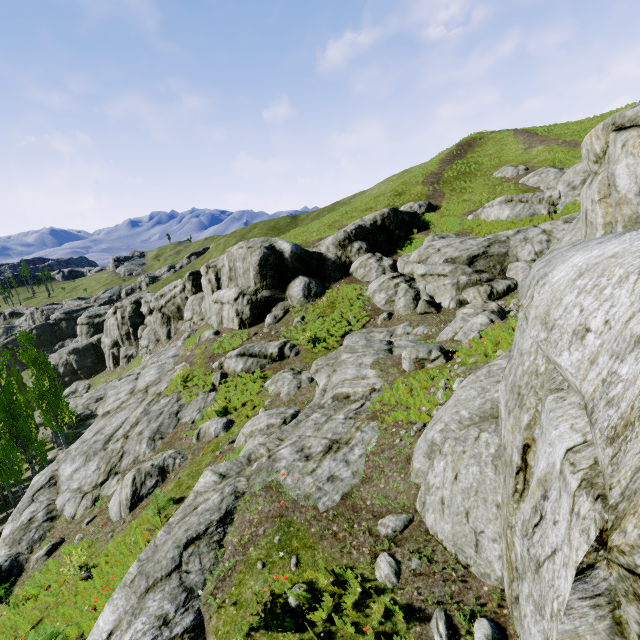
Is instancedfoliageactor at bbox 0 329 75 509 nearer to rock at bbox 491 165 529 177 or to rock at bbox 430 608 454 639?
rock at bbox 430 608 454 639

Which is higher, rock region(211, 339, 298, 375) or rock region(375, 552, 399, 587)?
rock region(375, 552, 399, 587)

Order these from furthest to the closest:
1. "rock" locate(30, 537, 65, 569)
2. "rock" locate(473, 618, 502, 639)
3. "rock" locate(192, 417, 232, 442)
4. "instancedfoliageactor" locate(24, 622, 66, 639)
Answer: "rock" locate(192, 417, 232, 442) → "rock" locate(30, 537, 65, 569) → "instancedfoliageactor" locate(24, 622, 66, 639) → "rock" locate(473, 618, 502, 639)

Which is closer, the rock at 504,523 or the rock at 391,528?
the rock at 504,523

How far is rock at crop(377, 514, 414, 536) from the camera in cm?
573

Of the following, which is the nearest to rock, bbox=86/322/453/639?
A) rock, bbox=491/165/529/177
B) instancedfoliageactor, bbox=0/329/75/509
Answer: instancedfoliageactor, bbox=0/329/75/509

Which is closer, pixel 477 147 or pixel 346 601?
pixel 346 601
